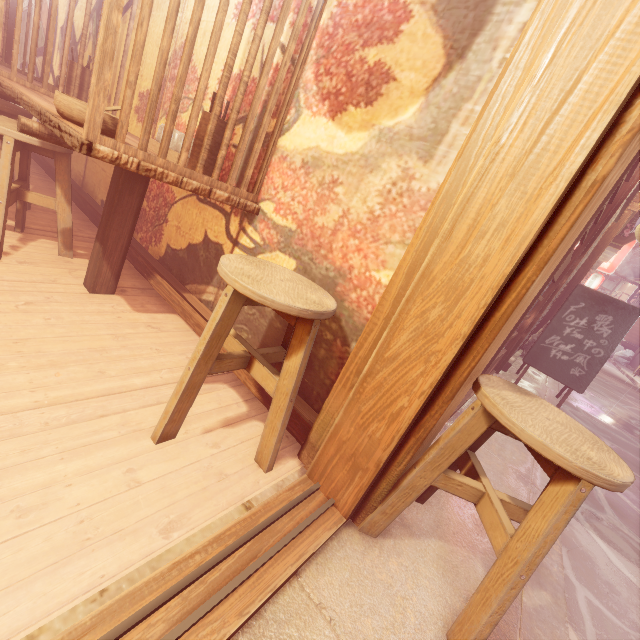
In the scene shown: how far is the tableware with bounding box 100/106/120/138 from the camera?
2.6 meters

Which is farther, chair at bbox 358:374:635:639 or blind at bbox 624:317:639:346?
blind at bbox 624:317:639:346

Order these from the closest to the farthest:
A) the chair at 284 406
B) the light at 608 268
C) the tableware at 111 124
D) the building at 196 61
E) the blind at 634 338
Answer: the chair at 284 406
the tableware at 111 124
the building at 196 61
the light at 608 268
the blind at 634 338

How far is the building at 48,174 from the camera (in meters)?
5.91

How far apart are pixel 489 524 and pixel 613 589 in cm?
294

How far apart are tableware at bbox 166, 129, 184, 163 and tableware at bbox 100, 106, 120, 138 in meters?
0.5

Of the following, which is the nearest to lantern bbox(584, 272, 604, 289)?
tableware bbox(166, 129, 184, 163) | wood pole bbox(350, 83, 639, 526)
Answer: wood pole bbox(350, 83, 639, 526)

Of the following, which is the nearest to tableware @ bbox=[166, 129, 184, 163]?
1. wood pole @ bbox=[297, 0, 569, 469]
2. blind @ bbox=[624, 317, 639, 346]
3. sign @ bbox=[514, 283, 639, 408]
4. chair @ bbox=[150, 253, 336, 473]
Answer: chair @ bbox=[150, 253, 336, 473]
